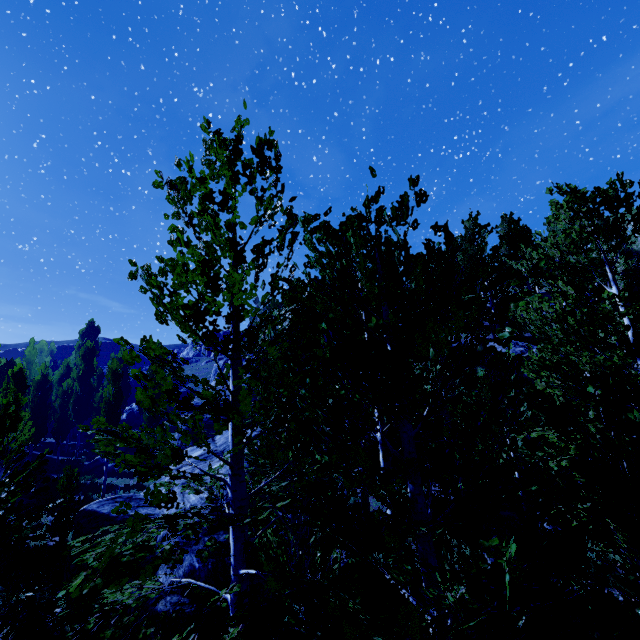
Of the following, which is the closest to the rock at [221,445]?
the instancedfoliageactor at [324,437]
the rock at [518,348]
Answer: the instancedfoliageactor at [324,437]

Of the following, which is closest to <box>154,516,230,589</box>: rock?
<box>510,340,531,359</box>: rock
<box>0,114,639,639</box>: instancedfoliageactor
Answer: <box>0,114,639,639</box>: instancedfoliageactor

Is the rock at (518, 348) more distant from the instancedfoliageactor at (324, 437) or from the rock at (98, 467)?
the rock at (98, 467)

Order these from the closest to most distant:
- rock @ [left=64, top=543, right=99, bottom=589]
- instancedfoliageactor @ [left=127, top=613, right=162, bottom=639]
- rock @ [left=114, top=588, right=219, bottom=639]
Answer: instancedfoliageactor @ [left=127, top=613, right=162, bottom=639] → rock @ [left=114, top=588, right=219, bottom=639] → rock @ [left=64, top=543, right=99, bottom=589]

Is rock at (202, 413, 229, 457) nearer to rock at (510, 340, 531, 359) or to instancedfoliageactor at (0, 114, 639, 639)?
instancedfoliageactor at (0, 114, 639, 639)

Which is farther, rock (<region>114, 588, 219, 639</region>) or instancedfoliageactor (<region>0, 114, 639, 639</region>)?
rock (<region>114, 588, 219, 639</region>)

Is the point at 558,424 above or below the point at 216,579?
above
